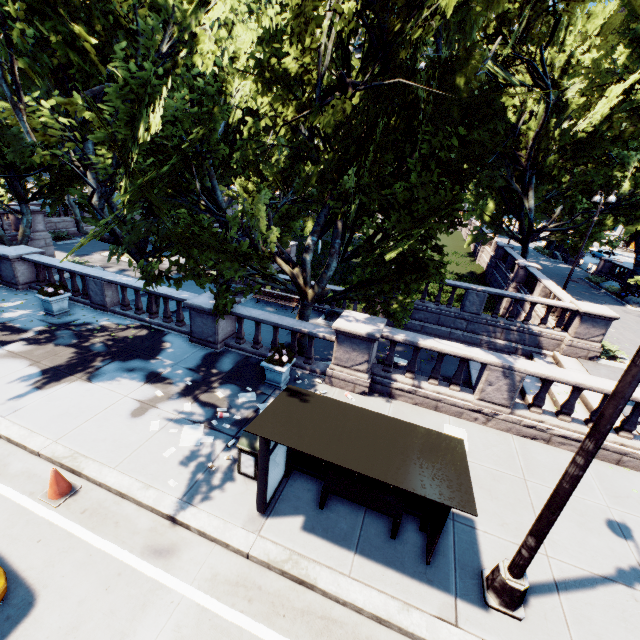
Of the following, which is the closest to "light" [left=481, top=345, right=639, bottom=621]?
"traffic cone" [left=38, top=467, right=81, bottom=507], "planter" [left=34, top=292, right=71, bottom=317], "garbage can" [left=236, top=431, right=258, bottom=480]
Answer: "garbage can" [left=236, top=431, right=258, bottom=480]

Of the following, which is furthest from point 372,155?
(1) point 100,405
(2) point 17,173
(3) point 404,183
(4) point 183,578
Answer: (2) point 17,173

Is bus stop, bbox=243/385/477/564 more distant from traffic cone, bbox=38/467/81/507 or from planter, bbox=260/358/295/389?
traffic cone, bbox=38/467/81/507

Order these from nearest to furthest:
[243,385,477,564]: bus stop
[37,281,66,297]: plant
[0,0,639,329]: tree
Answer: [243,385,477,564]: bus stop
[0,0,639,329]: tree
[37,281,66,297]: plant

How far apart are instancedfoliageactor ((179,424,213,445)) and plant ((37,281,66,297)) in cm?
872

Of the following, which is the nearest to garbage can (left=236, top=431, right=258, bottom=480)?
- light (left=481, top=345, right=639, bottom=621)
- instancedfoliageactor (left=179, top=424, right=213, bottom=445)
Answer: instancedfoliageactor (left=179, top=424, right=213, bottom=445)

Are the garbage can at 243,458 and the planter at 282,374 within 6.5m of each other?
yes

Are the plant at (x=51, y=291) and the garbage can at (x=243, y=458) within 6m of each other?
no
